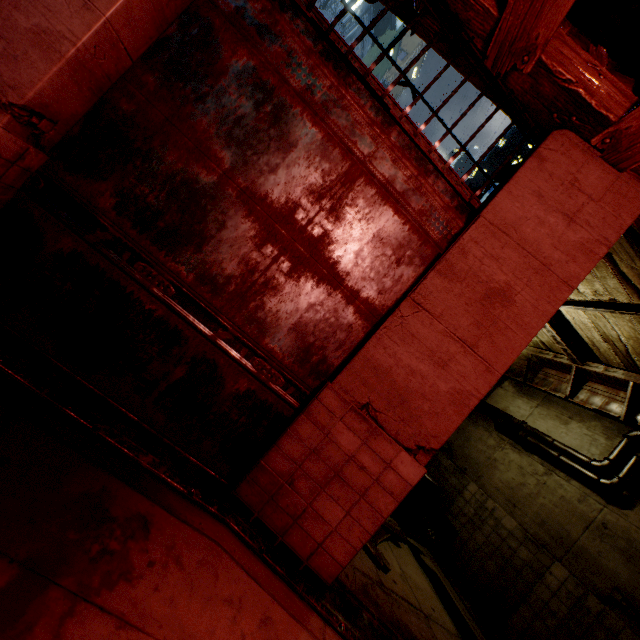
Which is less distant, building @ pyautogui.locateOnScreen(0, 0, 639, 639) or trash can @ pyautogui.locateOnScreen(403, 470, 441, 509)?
building @ pyautogui.locateOnScreen(0, 0, 639, 639)

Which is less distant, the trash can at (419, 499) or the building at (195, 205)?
the building at (195, 205)

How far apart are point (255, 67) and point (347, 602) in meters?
5.4 m

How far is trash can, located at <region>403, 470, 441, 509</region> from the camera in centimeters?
855cm

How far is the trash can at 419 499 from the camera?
8.55m
